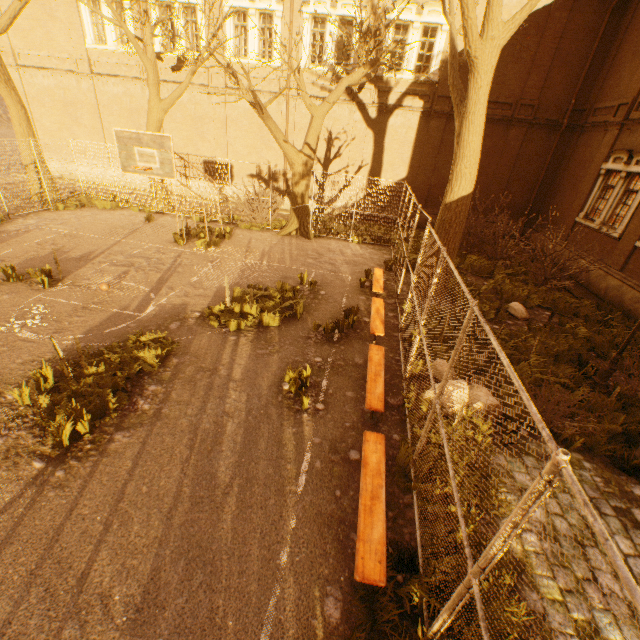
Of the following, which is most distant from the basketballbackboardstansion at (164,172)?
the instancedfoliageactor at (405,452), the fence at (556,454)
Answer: the instancedfoliageactor at (405,452)

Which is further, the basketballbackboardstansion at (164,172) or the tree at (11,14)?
the tree at (11,14)

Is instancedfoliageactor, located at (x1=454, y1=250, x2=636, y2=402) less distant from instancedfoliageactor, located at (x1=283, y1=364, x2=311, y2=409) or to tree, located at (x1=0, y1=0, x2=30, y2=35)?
tree, located at (x1=0, y1=0, x2=30, y2=35)

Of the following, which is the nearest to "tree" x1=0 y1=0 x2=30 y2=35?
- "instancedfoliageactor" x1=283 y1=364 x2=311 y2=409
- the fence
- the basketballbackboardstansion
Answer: the fence

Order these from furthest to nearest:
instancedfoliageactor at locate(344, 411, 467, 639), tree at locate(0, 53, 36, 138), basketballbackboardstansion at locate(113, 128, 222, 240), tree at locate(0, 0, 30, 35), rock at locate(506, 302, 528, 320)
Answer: tree at locate(0, 53, 36, 138), tree at locate(0, 0, 30, 35), rock at locate(506, 302, 528, 320), basketballbackboardstansion at locate(113, 128, 222, 240), instancedfoliageactor at locate(344, 411, 467, 639)

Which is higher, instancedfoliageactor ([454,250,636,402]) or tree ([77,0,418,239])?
tree ([77,0,418,239])

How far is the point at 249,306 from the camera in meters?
8.4

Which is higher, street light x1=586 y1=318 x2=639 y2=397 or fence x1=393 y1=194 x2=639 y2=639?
fence x1=393 y1=194 x2=639 y2=639
